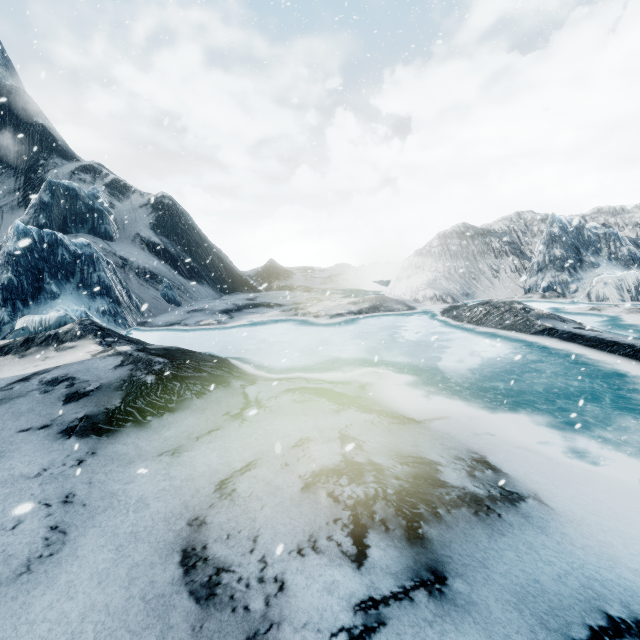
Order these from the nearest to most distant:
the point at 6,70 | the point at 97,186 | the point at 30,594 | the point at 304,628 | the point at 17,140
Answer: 1. the point at 304,628
2. the point at 30,594
3. the point at 97,186
4. the point at 17,140
5. the point at 6,70
